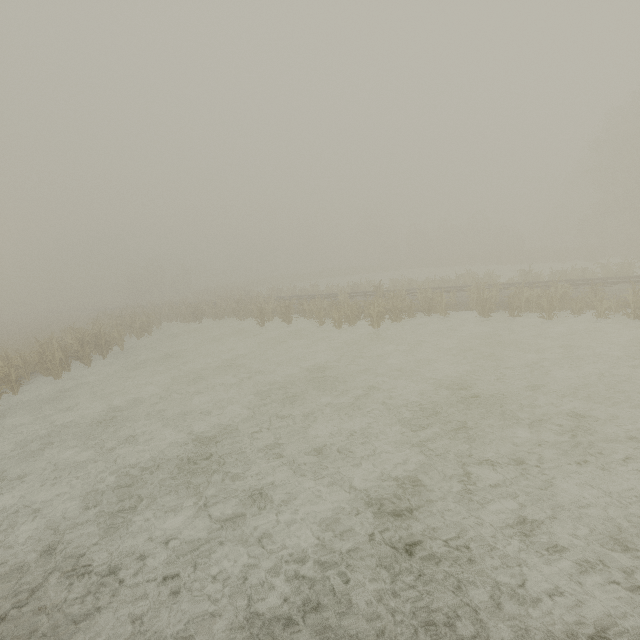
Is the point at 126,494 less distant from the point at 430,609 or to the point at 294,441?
the point at 294,441
